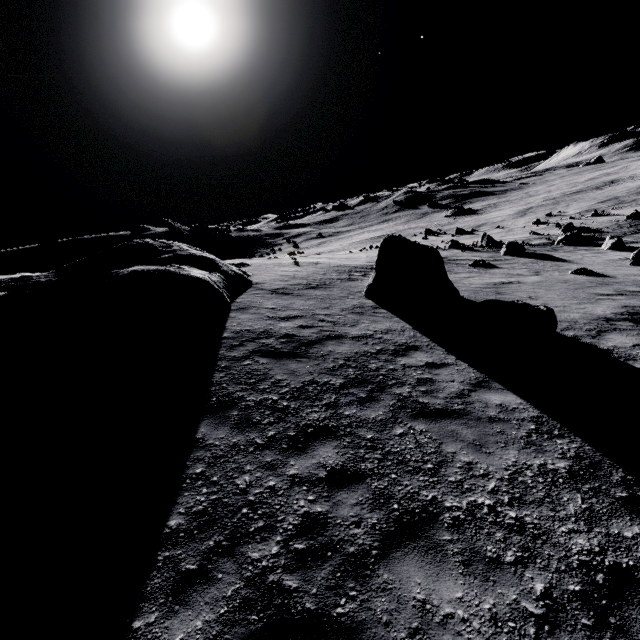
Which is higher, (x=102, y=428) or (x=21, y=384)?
(x=21, y=384)

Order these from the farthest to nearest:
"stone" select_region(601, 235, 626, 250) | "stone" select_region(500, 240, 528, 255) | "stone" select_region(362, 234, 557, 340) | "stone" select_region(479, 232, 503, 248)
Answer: "stone" select_region(479, 232, 503, 248) < "stone" select_region(500, 240, 528, 255) < "stone" select_region(601, 235, 626, 250) < "stone" select_region(362, 234, 557, 340)

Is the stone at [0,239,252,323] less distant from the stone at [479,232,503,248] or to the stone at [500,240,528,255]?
the stone at [500,240,528,255]

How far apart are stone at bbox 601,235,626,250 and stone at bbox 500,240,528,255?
6.3m

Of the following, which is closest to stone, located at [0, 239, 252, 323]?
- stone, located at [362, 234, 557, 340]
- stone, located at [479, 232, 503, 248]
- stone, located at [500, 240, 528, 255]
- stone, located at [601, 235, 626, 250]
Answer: stone, located at [362, 234, 557, 340]

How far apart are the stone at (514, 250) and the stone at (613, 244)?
6.3 meters

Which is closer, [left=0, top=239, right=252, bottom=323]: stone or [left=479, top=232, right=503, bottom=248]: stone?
[left=0, top=239, right=252, bottom=323]: stone

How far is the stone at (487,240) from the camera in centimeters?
3291cm
